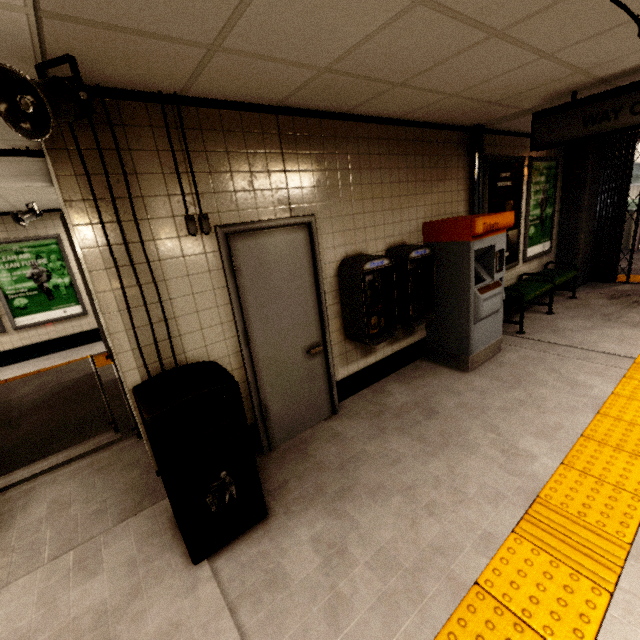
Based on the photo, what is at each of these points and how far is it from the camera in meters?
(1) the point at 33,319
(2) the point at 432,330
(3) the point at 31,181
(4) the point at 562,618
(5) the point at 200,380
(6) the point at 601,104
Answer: (1) sign, 6.8 m
(2) ticket machine, 4.3 m
(3) storm drain, 4.1 m
(4) groundtactileadastrip, 1.6 m
(5) trash can, 2.0 m
(6) sign, 3.1 m

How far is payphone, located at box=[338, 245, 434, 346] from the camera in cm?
319

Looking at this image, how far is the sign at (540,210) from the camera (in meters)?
5.59

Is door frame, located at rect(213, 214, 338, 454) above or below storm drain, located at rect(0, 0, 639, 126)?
below

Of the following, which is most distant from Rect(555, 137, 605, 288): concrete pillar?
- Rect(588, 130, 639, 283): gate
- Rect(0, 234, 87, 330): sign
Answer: Rect(0, 234, 87, 330): sign

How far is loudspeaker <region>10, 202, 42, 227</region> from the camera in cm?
546

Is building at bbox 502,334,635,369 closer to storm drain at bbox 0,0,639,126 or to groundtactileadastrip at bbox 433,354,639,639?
groundtactileadastrip at bbox 433,354,639,639

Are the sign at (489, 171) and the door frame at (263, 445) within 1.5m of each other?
no
